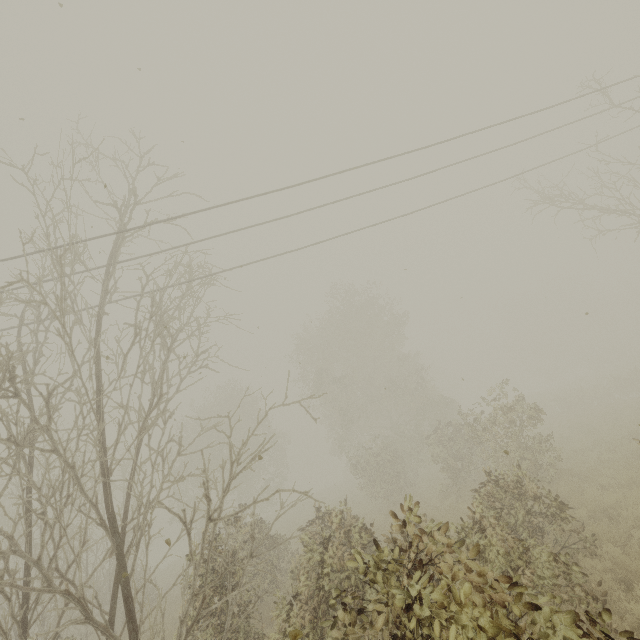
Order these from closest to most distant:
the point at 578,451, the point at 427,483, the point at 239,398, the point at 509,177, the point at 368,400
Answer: the point at 509,177, the point at 578,451, the point at 427,483, the point at 368,400, the point at 239,398
